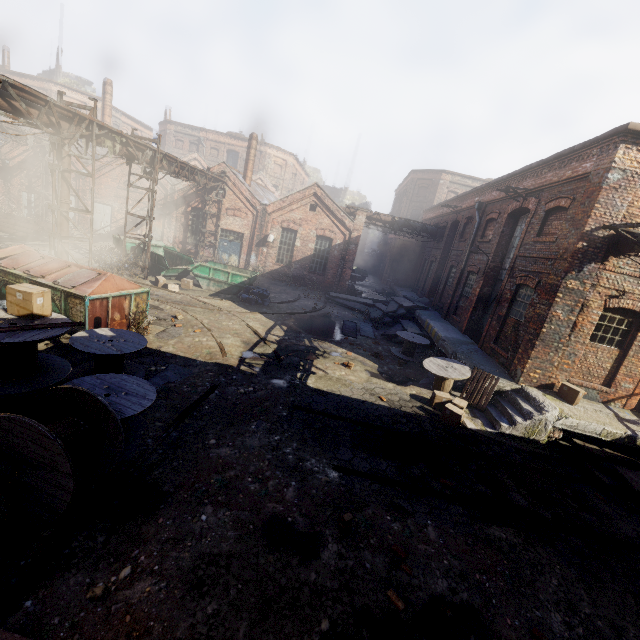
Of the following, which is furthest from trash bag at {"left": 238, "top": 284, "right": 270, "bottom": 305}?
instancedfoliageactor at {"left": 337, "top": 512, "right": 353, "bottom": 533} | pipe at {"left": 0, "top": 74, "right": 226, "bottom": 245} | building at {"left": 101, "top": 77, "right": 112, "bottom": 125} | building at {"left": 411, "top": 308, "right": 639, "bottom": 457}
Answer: building at {"left": 101, "top": 77, "right": 112, "bottom": 125}

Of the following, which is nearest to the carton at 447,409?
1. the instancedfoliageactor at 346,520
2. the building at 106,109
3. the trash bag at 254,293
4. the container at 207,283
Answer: the instancedfoliageactor at 346,520

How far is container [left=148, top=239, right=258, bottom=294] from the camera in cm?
1773

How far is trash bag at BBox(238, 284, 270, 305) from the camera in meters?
16.9 m

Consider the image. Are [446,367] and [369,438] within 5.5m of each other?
yes

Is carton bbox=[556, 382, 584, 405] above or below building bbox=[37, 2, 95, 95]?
below

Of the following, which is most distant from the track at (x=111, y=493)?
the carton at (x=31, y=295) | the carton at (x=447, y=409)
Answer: the carton at (x=447, y=409)

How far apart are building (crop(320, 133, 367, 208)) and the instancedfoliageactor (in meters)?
52.72
